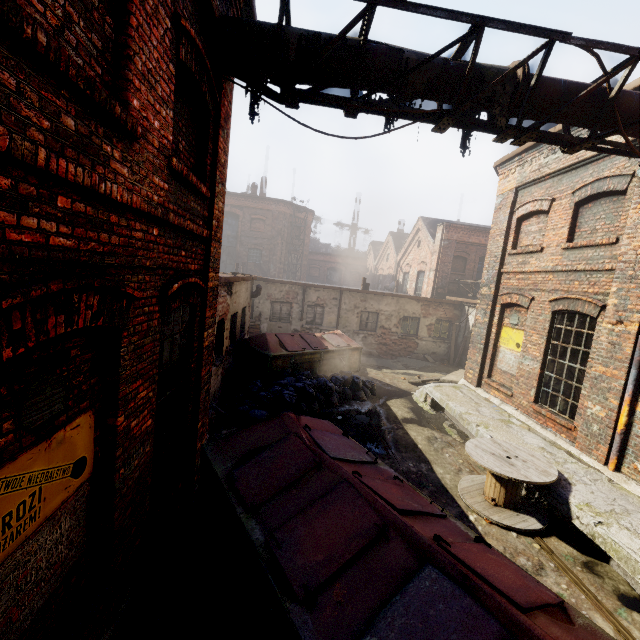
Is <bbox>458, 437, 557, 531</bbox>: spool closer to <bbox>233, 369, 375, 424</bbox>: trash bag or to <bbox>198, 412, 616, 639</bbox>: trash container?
<bbox>198, 412, 616, 639</bbox>: trash container

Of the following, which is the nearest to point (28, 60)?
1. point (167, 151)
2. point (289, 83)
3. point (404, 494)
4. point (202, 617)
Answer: point (167, 151)

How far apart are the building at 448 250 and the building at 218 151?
17.05m

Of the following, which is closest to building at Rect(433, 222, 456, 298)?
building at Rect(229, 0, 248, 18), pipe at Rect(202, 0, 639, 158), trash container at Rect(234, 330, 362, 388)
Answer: trash container at Rect(234, 330, 362, 388)

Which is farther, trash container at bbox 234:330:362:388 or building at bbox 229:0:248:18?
trash container at bbox 234:330:362:388

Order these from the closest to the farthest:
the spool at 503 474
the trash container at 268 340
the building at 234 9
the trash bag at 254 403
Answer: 1. the building at 234 9
2. the spool at 503 474
3. the trash bag at 254 403
4. the trash container at 268 340

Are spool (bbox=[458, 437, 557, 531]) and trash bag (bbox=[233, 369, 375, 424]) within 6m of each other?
yes

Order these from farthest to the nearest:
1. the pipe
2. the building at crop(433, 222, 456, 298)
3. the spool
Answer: the building at crop(433, 222, 456, 298) → the spool → the pipe
